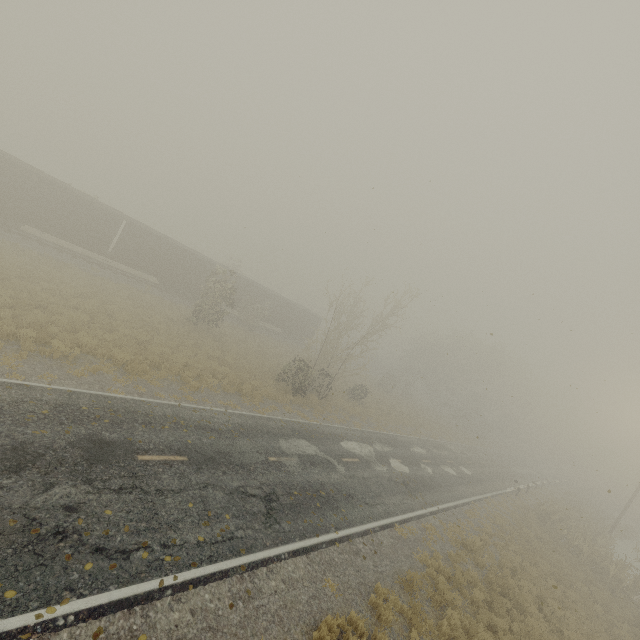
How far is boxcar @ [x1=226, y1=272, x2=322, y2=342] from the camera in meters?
36.2 m

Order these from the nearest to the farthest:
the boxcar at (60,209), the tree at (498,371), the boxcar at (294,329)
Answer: the boxcar at (60,209)
the boxcar at (294,329)
the tree at (498,371)

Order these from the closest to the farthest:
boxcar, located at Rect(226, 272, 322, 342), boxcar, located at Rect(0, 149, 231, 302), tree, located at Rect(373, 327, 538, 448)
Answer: boxcar, located at Rect(0, 149, 231, 302), boxcar, located at Rect(226, 272, 322, 342), tree, located at Rect(373, 327, 538, 448)

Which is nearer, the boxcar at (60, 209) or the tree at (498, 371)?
the boxcar at (60, 209)

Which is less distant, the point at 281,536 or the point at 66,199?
the point at 281,536

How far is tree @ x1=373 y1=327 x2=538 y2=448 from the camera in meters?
49.6

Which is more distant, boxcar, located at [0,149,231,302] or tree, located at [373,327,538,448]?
tree, located at [373,327,538,448]
